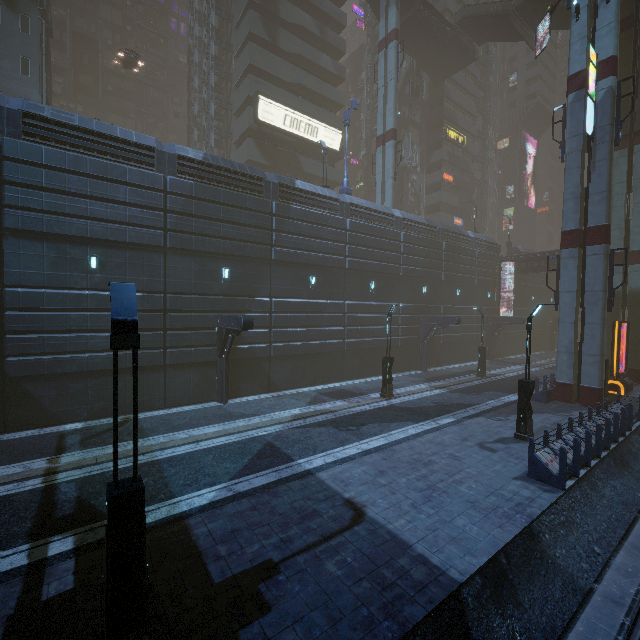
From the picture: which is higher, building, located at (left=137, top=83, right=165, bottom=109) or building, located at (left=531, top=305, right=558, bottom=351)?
building, located at (left=137, top=83, right=165, bottom=109)

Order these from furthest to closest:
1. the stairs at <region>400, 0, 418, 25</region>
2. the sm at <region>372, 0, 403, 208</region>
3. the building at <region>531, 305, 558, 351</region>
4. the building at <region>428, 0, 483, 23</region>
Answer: the building at <region>428, 0, 483, 23</region>, the building at <region>531, 305, 558, 351</region>, the stairs at <region>400, 0, 418, 25</region>, the sm at <region>372, 0, 403, 208</region>

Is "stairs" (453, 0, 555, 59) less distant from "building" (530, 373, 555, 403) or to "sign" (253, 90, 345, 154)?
"building" (530, 373, 555, 403)

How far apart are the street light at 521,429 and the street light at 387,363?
6.68m

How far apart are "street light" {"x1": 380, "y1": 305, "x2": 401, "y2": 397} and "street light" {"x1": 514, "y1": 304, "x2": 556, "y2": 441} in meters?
6.7

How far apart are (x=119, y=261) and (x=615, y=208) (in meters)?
34.83

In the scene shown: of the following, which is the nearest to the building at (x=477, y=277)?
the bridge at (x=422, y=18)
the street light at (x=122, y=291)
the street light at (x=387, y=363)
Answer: the bridge at (x=422, y=18)

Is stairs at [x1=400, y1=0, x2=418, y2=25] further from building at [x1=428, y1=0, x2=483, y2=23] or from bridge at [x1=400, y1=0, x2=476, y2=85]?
building at [x1=428, y1=0, x2=483, y2=23]
